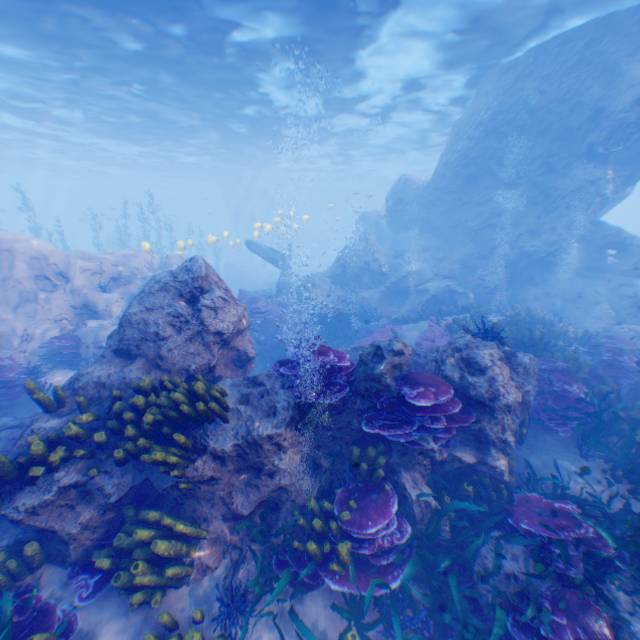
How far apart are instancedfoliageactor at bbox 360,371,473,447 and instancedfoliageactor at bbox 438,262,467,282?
Result: 12.2m

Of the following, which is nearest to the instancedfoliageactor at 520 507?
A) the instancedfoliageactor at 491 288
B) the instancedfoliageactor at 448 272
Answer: the instancedfoliageactor at 491 288

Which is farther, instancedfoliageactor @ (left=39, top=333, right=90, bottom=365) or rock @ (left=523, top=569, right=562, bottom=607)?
instancedfoliageactor @ (left=39, top=333, right=90, bottom=365)

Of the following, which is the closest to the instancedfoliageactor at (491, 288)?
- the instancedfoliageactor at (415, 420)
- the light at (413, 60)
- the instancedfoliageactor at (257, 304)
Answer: the instancedfoliageactor at (257, 304)

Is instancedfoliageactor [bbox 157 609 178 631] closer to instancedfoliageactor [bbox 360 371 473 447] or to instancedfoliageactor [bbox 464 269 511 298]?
instancedfoliageactor [bbox 360 371 473 447]

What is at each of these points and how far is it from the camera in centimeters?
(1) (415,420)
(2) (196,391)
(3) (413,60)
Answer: (1) instancedfoliageactor, 505cm
(2) instancedfoliageactor, 479cm
(3) light, 1492cm
